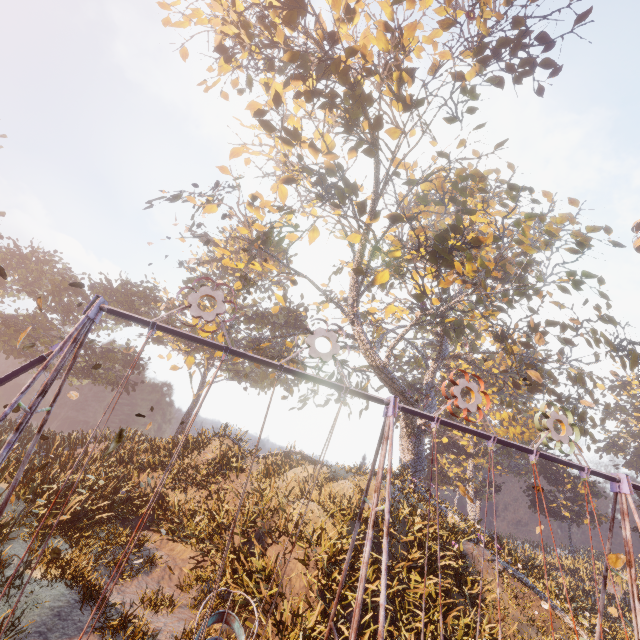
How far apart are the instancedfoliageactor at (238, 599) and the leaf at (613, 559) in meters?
8.0 m

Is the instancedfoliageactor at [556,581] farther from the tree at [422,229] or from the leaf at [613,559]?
the leaf at [613,559]

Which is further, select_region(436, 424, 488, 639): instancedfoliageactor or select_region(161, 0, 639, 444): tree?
select_region(161, 0, 639, 444): tree

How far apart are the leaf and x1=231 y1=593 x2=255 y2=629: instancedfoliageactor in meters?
8.0 m

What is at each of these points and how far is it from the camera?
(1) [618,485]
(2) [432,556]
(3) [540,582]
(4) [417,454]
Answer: (1) swing, 7.5 meters
(2) instancedfoliageactor, 11.9 meters
(3) instancedfoliageactor, 14.1 meters
(4) tree, 22.4 meters

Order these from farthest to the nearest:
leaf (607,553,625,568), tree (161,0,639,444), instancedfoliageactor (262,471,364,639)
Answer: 1. tree (161,0,639,444)
2. instancedfoliageactor (262,471,364,639)
3. leaf (607,553,625,568)

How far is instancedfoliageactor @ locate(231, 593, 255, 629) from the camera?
8.81m

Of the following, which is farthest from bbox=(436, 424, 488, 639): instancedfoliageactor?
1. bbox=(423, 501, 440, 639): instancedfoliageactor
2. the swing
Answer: the swing
